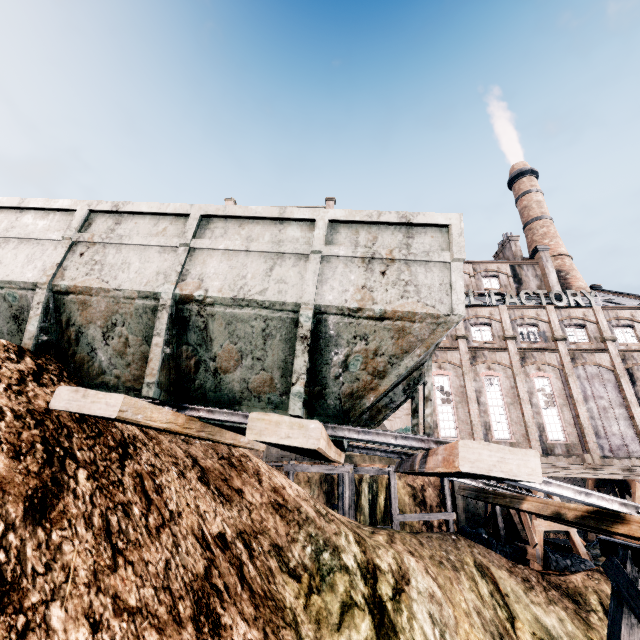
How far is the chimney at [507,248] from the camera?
43.2m

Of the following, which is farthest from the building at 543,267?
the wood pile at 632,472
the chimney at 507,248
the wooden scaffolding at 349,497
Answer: the wood pile at 632,472

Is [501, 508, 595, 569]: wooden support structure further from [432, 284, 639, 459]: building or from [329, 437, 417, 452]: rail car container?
[329, 437, 417, 452]: rail car container

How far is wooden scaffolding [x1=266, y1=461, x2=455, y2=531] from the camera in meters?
16.4

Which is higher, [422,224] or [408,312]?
[422,224]

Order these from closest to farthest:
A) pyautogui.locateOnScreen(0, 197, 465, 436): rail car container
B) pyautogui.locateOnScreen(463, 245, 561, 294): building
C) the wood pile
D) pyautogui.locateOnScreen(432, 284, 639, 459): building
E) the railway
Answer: the railway, pyautogui.locateOnScreen(0, 197, 465, 436): rail car container, the wood pile, pyautogui.locateOnScreen(432, 284, 639, 459): building, pyautogui.locateOnScreen(463, 245, 561, 294): building

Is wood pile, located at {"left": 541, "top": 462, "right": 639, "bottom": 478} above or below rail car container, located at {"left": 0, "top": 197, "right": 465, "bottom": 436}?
below

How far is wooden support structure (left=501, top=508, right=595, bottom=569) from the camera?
15.60m
